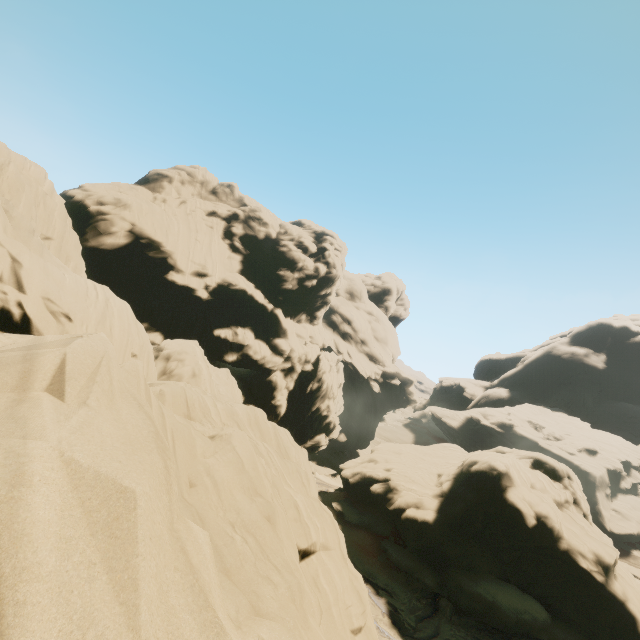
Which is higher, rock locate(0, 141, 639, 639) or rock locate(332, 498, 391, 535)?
rock locate(0, 141, 639, 639)

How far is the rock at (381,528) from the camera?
31.1m

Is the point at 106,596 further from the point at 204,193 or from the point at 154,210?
the point at 204,193

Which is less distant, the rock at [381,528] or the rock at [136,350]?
the rock at [136,350]

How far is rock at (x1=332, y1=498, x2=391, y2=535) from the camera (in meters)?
31.09

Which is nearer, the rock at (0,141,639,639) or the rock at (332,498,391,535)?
the rock at (0,141,639,639)
